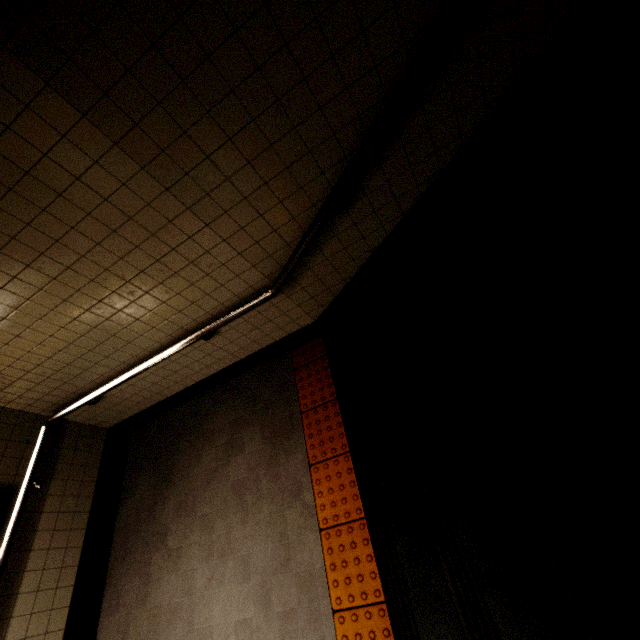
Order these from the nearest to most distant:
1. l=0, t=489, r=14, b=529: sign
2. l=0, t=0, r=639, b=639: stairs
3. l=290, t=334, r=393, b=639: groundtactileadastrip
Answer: l=0, t=0, r=639, b=639: stairs, l=290, t=334, r=393, b=639: groundtactileadastrip, l=0, t=489, r=14, b=529: sign

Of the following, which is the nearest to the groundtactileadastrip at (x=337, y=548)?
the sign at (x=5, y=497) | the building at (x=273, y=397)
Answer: the building at (x=273, y=397)

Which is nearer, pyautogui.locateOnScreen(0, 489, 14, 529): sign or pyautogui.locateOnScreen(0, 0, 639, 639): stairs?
pyautogui.locateOnScreen(0, 0, 639, 639): stairs

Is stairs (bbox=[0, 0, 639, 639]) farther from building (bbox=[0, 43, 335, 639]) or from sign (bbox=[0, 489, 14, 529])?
sign (bbox=[0, 489, 14, 529])

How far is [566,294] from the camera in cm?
144

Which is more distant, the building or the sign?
the sign

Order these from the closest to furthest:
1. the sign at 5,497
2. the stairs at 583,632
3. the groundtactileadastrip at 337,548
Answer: the stairs at 583,632 → the groundtactileadastrip at 337,548 → the sign at 5,497
